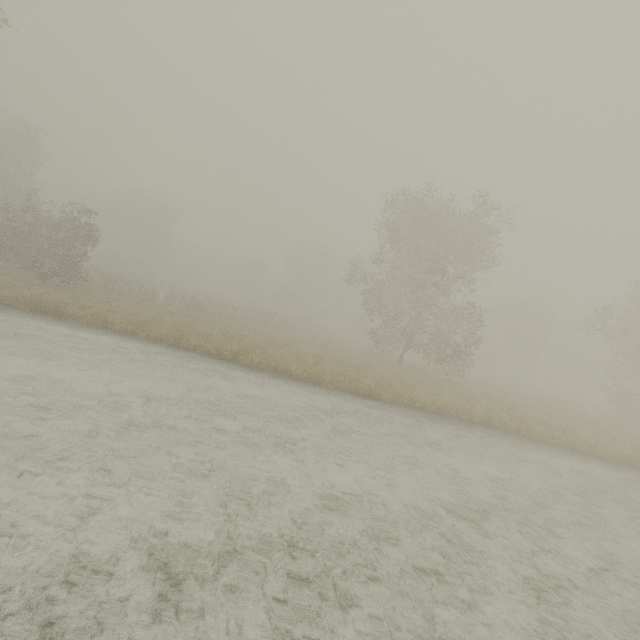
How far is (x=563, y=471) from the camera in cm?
1060

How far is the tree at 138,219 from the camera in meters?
57.4

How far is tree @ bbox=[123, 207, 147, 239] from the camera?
57.4 meters
